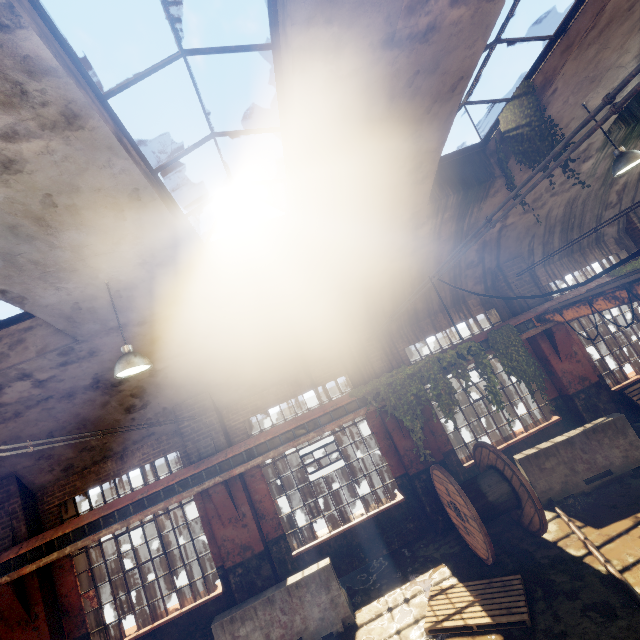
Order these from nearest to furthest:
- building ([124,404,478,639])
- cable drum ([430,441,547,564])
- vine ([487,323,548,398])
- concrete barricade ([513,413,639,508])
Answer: cable drum ([430,441,547,564]) < concrete barricade ([513,413,639,508]) < building ([124,404,478,639]) < vine ([487,323,548,398])

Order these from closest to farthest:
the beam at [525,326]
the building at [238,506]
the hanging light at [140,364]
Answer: the hanging light at [140,364] < the building at [238,506] < the beam at [525,326]

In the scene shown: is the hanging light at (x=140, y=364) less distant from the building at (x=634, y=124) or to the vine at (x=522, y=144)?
the building at (x=634, y=124)

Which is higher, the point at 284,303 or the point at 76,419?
the point at 284,303

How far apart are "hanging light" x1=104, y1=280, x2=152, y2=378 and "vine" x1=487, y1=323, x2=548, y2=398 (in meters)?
8.10

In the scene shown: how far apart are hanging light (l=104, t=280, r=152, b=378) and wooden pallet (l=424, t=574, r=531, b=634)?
6.0m

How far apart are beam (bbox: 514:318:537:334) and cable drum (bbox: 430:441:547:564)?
3.3 meters

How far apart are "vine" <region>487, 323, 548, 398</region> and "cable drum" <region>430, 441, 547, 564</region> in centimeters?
217cm
